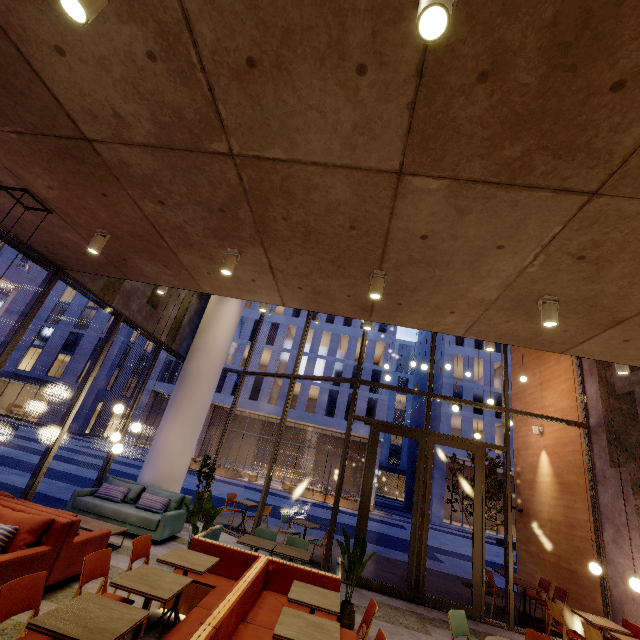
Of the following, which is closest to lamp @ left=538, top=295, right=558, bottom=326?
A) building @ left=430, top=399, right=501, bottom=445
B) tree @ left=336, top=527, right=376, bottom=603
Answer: tree @ left=336, top=527, right=376, bottom=603

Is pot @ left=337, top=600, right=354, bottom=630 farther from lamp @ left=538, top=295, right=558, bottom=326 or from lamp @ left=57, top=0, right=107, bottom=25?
lamp @ left=57, top=0, right=107, bottom=25

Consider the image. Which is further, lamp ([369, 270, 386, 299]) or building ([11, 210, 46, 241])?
building ([11, 210, 46, 241])

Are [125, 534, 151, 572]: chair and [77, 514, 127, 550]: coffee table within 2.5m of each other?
yes

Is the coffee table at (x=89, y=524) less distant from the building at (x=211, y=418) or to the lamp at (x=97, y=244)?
the lamp at (x=97, y=244)

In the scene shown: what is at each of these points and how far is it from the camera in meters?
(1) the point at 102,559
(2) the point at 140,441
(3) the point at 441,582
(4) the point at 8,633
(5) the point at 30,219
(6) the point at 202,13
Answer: (1) chair, 3.7
(2) building, 34.5
(3) building, 9.1
(4) building, 3.4
(5) building, 4.8
(6) building, 2.0

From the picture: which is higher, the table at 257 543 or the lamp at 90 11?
the lamp at 90 11

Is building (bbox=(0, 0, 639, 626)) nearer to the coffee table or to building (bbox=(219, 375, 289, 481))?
the coffee table
